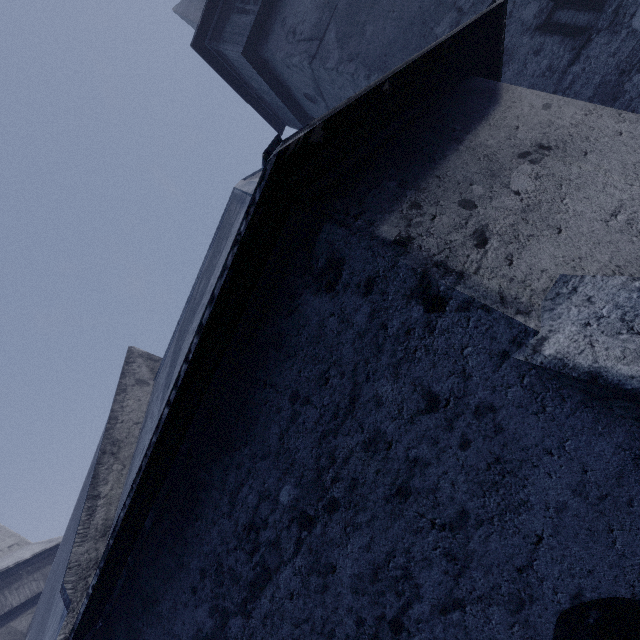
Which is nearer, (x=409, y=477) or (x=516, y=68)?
(x=409, y=477)
